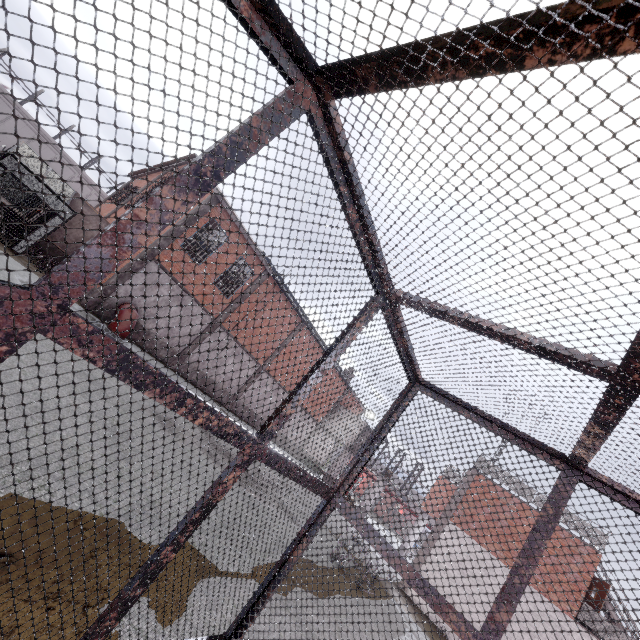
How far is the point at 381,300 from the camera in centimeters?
257cm
